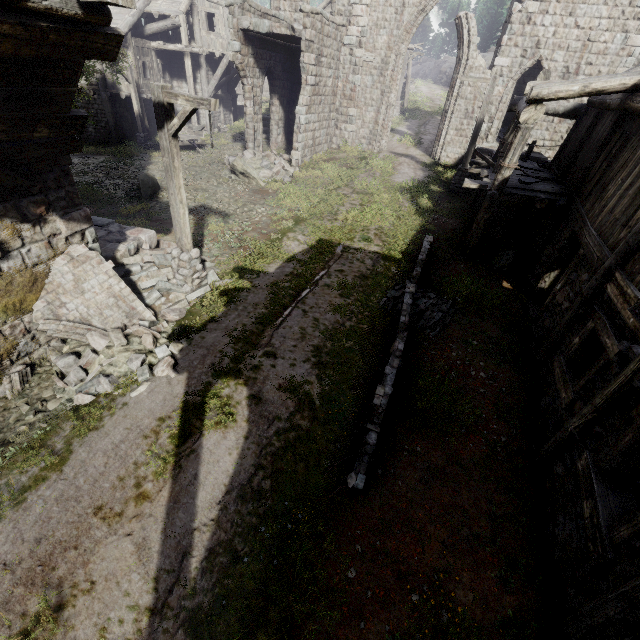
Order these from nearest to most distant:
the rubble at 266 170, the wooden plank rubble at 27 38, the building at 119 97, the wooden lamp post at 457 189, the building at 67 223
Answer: the wooden plank rubble at 27 38, the building at 67 223, the wooden lamp post at 457 189, the rubble at 266 170, the building at 119 97

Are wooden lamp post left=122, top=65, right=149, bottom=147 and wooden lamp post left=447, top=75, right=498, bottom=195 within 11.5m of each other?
no

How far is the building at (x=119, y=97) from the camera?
20.97m

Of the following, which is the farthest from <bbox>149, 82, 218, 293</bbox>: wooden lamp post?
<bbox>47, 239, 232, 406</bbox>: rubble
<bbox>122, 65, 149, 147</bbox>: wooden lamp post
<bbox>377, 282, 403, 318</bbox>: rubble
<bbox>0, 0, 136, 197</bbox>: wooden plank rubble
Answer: <bbox>122, 65, 149, 147</bbox>: wooden lamp post

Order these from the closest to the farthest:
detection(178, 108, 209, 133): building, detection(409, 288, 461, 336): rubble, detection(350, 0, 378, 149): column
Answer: detection(409, 288, 461, 336): rubble → detection(350, 0, 378, 149): column → detection(178, 108, 209, 133): building

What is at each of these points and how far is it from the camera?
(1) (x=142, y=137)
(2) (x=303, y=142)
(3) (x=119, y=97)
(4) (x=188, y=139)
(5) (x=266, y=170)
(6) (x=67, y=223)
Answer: (1) wooden lamp post, 21.4m
(2) building, 17.5m
(3) building, 22.4m
(4) cart, 19.7m
(5) rubble, 16.2m
(6) building, 6.7m

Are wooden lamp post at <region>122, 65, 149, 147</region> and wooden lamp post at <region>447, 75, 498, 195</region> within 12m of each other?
no

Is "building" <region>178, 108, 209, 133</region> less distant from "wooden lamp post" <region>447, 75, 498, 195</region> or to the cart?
"wooden lamp post" <region>447, 75, 498, 195</region>
